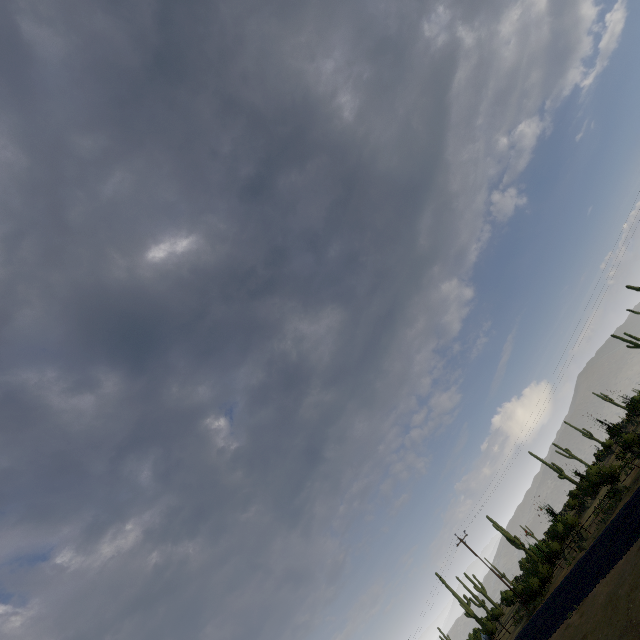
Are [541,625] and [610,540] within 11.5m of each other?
yes
